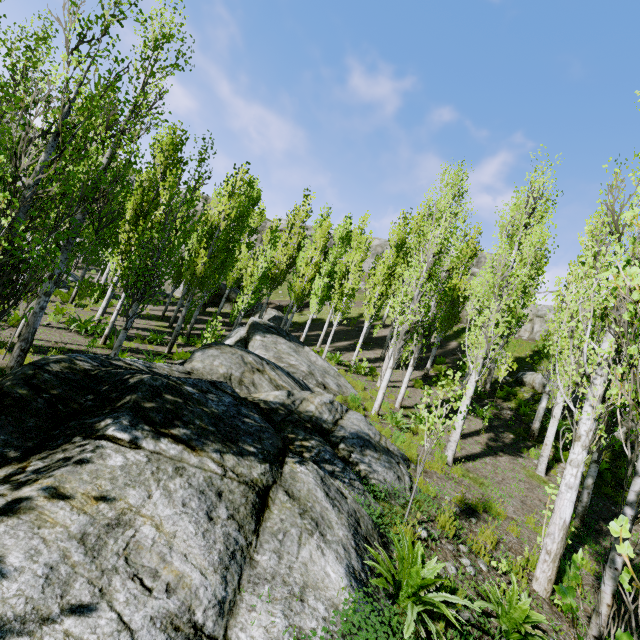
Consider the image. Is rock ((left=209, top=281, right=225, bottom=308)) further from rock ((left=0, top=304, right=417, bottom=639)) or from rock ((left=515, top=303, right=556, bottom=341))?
rock ((left=0, top=304, right=417, bottom=639))

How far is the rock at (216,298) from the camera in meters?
30.2 m

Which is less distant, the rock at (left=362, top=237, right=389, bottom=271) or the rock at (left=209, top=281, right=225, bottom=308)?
the rock at (left=209, top=281, right=225, bottom=308)

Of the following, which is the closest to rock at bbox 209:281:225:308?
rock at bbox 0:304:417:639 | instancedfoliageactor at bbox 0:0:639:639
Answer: instancedfoliageactor at bbox 0:0:639:639

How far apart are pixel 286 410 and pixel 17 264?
4.7m

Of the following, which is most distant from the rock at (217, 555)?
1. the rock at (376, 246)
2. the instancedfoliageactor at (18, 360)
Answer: the rock at (376, 246)

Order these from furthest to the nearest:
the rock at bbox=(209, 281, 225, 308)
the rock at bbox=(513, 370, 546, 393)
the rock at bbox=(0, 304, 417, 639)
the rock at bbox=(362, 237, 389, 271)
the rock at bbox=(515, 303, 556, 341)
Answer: the rock at bbox=(362, 237, 389, 271), the rock at bbox=(209, 281, 225, 308), the rock at bbox=(515, 303, 556, 341), the rock at bbox=(513, 370, 546, 393), the rock at bbox=(0, 304, 417, 639)

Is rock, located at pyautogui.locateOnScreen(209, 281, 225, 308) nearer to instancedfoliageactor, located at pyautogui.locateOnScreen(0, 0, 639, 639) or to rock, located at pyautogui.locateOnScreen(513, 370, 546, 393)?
Answer: instancedfoliageactor, located at pyautogui.locateOnScreen(0, 0, 639, 639)
